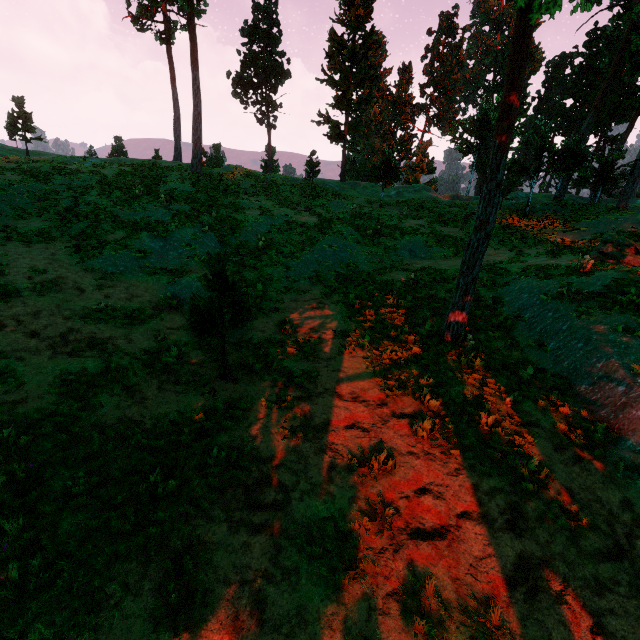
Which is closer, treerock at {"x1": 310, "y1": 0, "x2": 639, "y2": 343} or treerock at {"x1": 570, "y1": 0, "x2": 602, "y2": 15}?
treerock at {"x1": 570, "y1": 0, "x2": 602, "y2": 15}

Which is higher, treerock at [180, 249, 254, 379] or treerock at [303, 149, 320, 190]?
treerock at [303, 149, 320, 190]

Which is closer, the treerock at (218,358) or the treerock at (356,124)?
the treerock at (218,358)

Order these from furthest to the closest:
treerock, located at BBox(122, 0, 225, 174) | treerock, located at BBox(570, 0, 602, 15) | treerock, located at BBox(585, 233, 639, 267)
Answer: treerock, located at BBox(122, 0, 225, 174) < treerock, located at BBox(585, 233, 639, 267) < treerock, located at BBox(570, 0, 602, 15)

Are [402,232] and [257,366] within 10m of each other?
no

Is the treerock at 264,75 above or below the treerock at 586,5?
above

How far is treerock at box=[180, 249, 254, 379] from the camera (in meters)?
7.57
